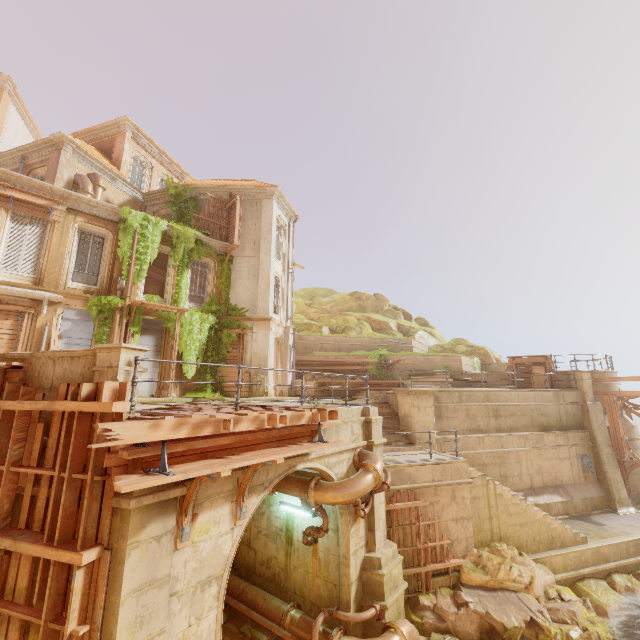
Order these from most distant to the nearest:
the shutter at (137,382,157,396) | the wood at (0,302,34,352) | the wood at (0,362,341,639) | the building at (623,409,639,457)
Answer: the building at (623,409,639,457), the shutter at (137,382,157,396), the wood at (0,302,34,352), the wood at (0,362,341,639)

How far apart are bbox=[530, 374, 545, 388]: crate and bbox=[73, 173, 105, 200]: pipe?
25.7m

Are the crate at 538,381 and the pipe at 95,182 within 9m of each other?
no

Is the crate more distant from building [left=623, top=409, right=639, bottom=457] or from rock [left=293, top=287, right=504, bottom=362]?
rock [left=293, top=287, right=504, bottom=362]

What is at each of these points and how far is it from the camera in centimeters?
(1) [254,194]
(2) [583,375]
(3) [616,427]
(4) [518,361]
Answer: (1) trim, 2034cm
(2) column, 1798cm
(3) trim, 1709cm
(4) wood, 1969cm

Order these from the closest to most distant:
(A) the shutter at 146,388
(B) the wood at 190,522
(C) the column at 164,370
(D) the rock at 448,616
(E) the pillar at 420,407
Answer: (B) the wood at 190,522
(D) the rock at 448,616
(E) the pillar at 420,407
(A) the shutter at 146,388
(C) the column at 164,370

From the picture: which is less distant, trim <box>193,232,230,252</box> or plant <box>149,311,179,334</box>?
plant <box>149,311,179,334</box>

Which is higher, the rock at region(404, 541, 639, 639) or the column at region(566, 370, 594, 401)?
the column at region(566, 370, 594, 401)
